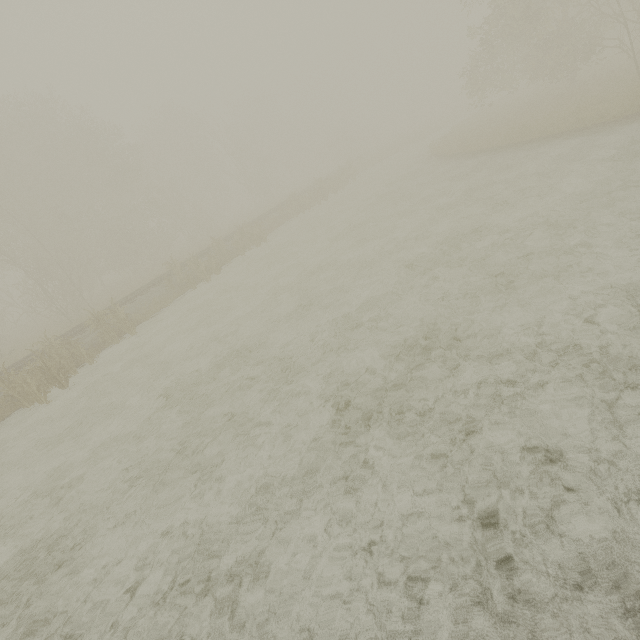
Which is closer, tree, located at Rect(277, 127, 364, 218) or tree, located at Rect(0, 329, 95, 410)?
tree, located at Rect(0, 329, 95, 410)

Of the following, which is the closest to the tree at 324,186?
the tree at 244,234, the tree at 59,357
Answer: the tree at 244,234

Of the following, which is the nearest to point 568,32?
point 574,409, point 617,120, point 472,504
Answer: point 617,120

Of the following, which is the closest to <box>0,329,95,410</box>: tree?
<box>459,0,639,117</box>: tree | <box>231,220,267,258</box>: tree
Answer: <box>231,220,267,258</box>: tree

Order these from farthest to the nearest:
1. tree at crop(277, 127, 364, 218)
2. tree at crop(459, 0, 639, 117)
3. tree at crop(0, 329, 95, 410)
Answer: tree at crop(277, 127, 364, 218), tree at crop(459, 0, 639, 117), tree at crop(0, 329, 95, 410)

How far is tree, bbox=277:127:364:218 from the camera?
26.86m

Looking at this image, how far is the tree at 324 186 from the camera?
26.9 meters
